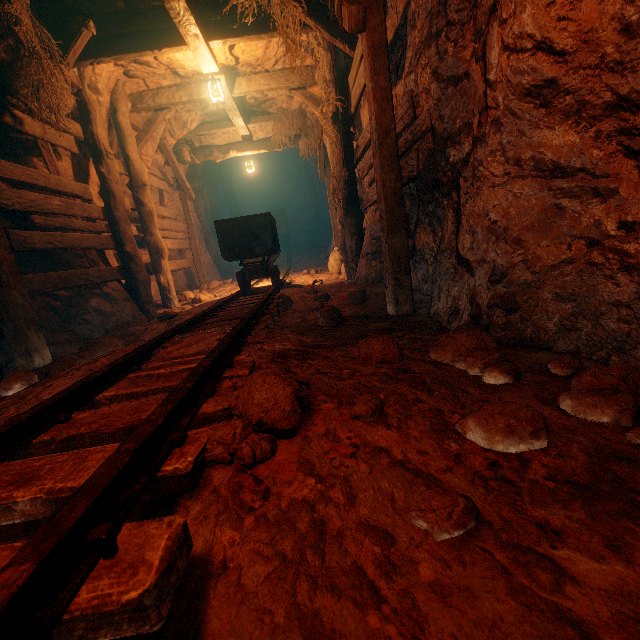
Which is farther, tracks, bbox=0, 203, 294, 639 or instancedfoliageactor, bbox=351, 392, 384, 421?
instancedfoliageactor, bbox=351, 392, 384, 421

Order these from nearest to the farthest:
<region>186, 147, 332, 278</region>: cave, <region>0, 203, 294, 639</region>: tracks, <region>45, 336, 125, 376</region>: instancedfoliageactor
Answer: <region>0, 203, 294, 639</region>: tracks
<region>45, 336, 125, 376</region>: instancedfoliageactor
<region>186, 147, 332, 278</region>: cave

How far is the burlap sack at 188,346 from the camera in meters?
2.5

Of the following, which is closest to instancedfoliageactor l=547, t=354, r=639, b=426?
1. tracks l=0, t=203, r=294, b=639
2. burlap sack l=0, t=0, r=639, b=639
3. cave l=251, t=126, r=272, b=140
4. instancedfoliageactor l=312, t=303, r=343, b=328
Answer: burlap sack l=0, t=0, r=639, b=639

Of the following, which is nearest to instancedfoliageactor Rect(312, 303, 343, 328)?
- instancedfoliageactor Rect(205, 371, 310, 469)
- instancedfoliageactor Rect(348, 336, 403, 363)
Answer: instancedfoliageactor Rect(348, 336, 403, 363)

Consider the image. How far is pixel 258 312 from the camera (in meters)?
3.69

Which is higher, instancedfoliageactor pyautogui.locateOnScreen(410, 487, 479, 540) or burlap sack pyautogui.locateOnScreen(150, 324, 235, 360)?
instancedfoliageactor pyautogui.locateOnScreen(410, 487, 479, 540)

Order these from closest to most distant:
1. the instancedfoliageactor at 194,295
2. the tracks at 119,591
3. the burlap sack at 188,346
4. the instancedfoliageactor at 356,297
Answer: the tracks at 119,591
the burlap sack at 188,346
the instancedfoliageactor at 356,297
the instancedfoliageactor at 194,295
